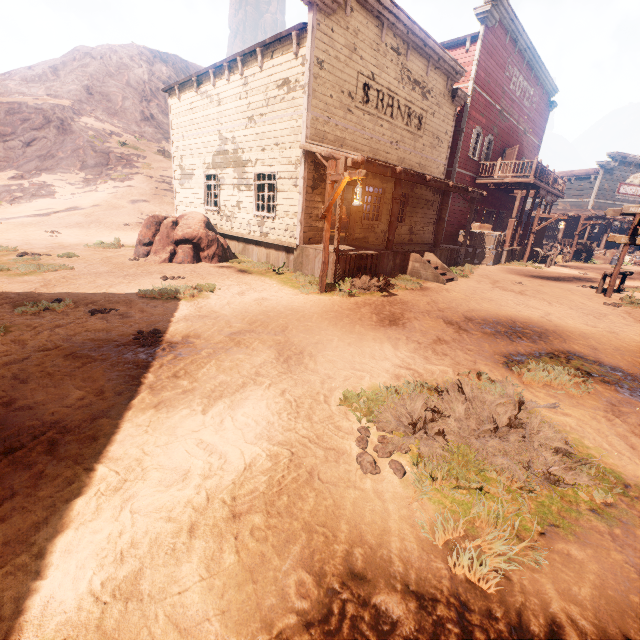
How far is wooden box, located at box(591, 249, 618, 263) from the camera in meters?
25.2

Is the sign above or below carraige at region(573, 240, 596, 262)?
above

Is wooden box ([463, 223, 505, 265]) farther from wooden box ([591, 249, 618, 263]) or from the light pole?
the light pole

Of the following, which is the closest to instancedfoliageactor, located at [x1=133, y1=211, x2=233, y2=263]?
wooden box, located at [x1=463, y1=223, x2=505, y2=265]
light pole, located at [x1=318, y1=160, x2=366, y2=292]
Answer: light pole, located at [x1=318, y1=160, x2=366, y2=292]

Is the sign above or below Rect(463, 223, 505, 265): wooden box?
above

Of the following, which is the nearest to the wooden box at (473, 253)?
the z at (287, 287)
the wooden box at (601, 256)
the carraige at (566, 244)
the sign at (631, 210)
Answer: the z at (287, 287)

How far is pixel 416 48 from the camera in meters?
12.4 m

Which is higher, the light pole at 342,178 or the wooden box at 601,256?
the light pole at 342,178
